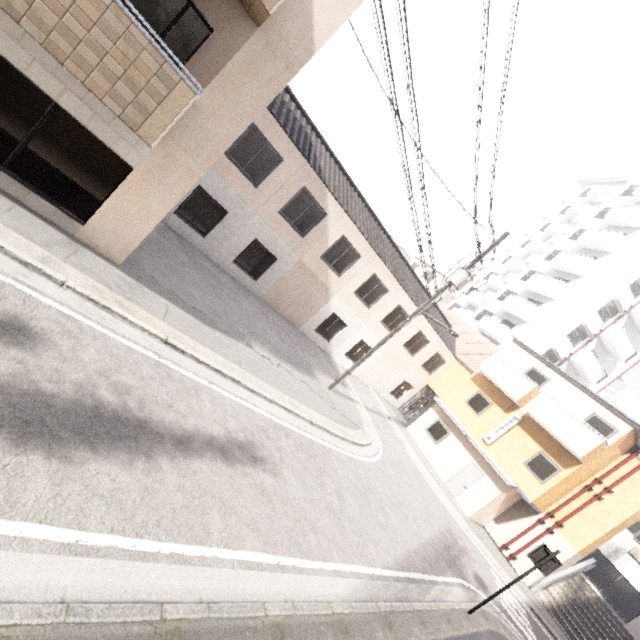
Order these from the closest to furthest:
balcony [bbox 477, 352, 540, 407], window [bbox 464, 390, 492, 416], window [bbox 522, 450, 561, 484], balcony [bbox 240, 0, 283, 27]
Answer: balcony [bbox 240, 0, 283, 27] → window [bbox 522, 450, 561, 484] → balcony [bbox 477, 352, 540, 407] → window [bbox 464, 390, 492, 416]

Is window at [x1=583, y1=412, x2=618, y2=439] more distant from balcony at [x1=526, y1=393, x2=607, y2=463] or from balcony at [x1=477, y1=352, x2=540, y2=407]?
balcony at [x1=477, y1=352, x2=540, y2=407]

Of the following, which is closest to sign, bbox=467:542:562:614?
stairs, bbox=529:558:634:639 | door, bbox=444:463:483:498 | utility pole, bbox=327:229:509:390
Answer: utility pole, bbox=327:229:509:390

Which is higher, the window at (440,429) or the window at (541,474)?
the window at (541,474)

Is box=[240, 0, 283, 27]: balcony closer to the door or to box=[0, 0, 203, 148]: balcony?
box=[0, 0, 203, 148]: balcony

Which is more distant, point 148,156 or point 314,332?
point 314,332

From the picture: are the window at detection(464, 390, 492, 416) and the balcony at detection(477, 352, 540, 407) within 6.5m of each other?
yes

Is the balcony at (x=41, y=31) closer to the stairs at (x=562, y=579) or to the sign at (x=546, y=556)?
the sign at (x=546, y=556)
